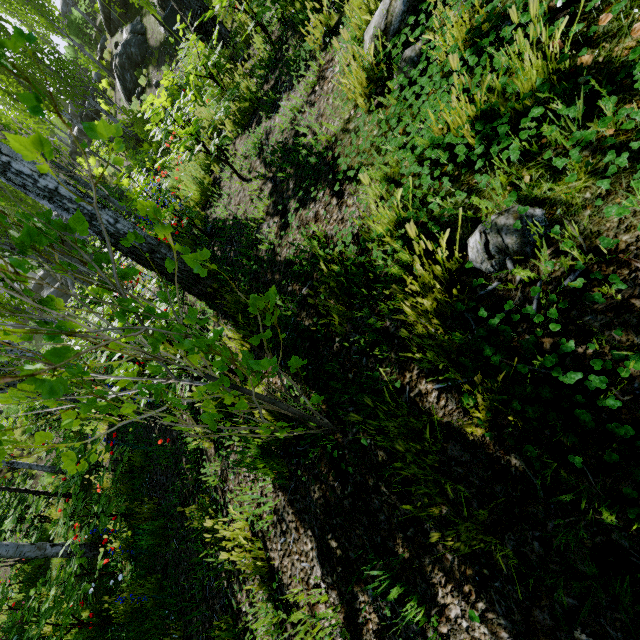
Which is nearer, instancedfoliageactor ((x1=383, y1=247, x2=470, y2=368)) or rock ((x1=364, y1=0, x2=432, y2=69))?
instancedfoliageactor ((x1=383, y1=247, x2=470, y2=368))

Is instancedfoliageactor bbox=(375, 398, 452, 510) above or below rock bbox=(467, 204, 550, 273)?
above

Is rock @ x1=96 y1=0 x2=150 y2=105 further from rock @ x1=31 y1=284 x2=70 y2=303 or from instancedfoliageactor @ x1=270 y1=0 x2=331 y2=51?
rock @ x1=31 y1=284 x2=70 y2=303

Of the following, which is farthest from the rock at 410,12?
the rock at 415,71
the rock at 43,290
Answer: the rock at 43,290

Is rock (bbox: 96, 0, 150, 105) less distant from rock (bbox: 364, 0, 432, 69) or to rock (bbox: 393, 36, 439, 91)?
rock (bbox: 364, 0, 432, 69)

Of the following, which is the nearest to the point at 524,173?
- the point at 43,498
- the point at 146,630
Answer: the point at 146,630

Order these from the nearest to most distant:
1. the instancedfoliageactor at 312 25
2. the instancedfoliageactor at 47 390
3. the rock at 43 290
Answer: the instancedfoliageactor at 47 390 < the instancedfoliageactor at 312 25 < the rock at 43 290

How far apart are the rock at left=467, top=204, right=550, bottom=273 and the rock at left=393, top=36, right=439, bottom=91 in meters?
1.1
